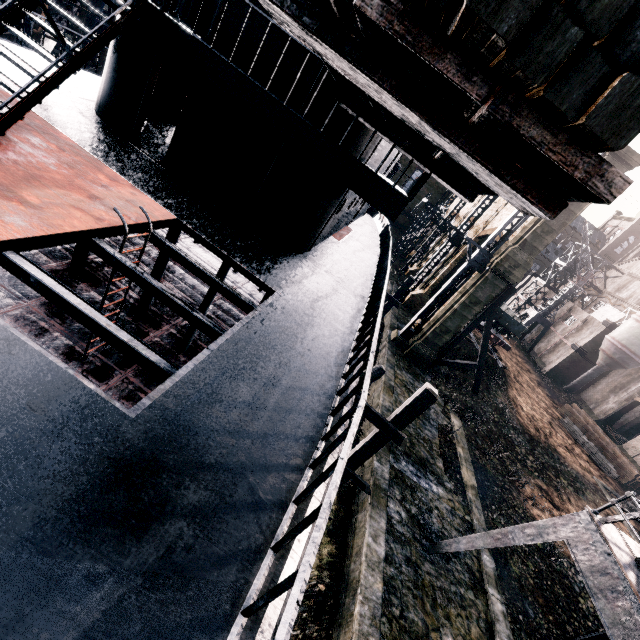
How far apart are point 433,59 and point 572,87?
0.85m

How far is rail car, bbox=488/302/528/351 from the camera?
33.8 meters

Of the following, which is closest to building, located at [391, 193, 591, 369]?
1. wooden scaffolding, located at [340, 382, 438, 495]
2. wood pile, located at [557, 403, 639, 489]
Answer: wood pile, located at [557, 403, 639, 489]

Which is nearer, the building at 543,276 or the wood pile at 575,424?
the wood pile at 575,424

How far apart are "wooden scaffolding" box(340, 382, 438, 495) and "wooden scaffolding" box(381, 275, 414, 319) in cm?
1319

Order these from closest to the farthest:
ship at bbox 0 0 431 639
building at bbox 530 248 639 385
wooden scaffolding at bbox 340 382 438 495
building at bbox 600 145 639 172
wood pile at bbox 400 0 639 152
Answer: wood pile at bbox 400 0 639 152, ship at bbox 0 0 431 639, wooden scaffolding at bbox 340 382 438 495, building at bbox 600 145 639 172, building at bbox 530 248 639 385

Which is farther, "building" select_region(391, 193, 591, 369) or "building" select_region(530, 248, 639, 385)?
"building" select_region(530, 248, 639, 385)

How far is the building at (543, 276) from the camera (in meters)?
52.22
